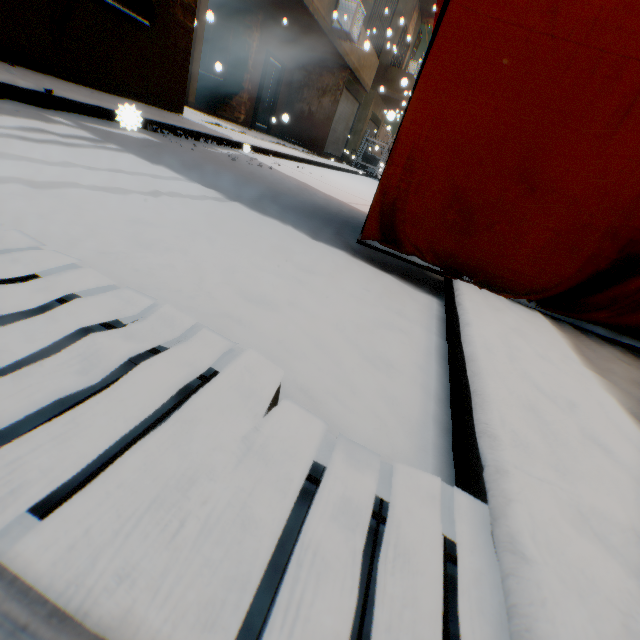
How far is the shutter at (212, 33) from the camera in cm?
1102

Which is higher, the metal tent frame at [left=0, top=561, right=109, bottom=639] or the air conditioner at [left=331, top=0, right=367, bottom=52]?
the air conditioner at [left=331, top=0, right=367, bottom=52]

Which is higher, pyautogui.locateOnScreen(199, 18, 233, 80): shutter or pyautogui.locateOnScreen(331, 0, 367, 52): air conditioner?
pyautogui.locateOnScreen(331, 0, 367, 52): air conditioner

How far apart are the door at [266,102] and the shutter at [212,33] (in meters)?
1.43

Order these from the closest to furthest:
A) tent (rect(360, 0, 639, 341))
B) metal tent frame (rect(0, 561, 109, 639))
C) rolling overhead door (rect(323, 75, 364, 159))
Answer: metal tent frame (rect(0, 561, 109, 639)) < tent (rect(360, 0, 639, 341)) < rolling overhead door (rect(323, 75, 364, 159))

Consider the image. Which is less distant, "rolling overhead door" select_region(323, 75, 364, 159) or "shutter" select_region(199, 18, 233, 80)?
"shutter" select_region(199, 18, 233, 80)

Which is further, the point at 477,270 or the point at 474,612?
the point at 477,270

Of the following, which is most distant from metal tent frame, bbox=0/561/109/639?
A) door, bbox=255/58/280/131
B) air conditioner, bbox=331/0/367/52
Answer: door, bbox=255/58/280/131
